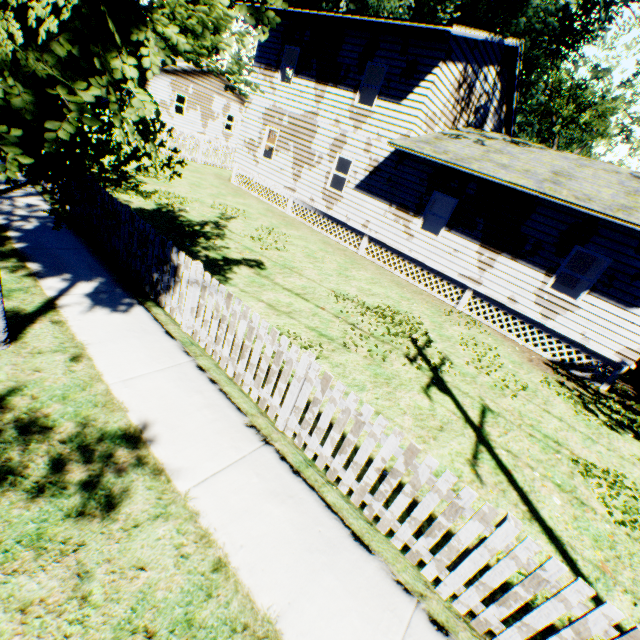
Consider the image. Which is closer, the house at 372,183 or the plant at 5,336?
the plant at 5,336

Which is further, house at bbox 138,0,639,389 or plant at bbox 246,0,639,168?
plant at bbox 246,0,639,168

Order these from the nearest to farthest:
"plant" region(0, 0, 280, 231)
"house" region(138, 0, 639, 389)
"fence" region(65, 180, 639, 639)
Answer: "plant" region(0, 0, 280, 231) → "fence" region(65, 180, 639, 639) → "house" region(138, 0, 639, 389)

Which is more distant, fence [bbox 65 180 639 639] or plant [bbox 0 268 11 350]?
plant [bbox 0 268 11 350]

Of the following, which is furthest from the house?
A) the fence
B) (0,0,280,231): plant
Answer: the fence

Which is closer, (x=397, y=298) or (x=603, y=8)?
(x=397, y=298)

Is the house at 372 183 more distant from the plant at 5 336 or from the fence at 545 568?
the fence at 545 568
